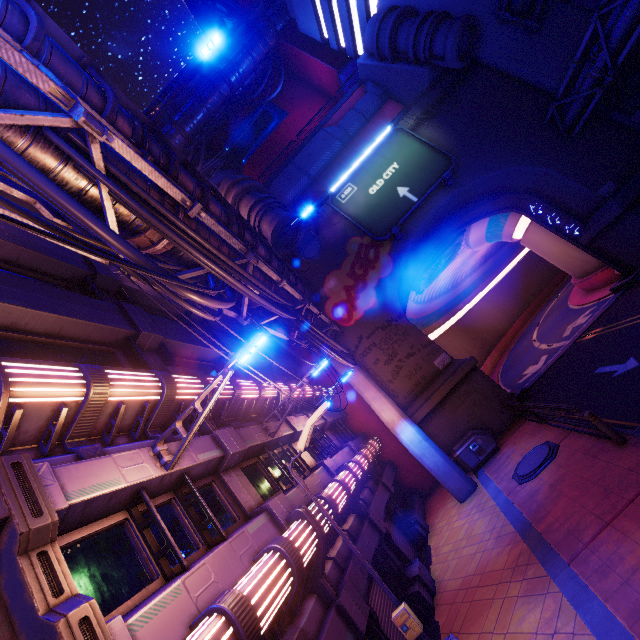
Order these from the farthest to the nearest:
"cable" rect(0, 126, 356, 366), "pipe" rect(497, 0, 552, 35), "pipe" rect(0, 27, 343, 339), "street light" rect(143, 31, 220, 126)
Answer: "pipe" rect(497, 0, 552, 35) < "street light" rect(143, 31, 220, 126) < "pipe" rect(0, 27, 343, 339) < "cable" rect(0, 126, 356, 366)

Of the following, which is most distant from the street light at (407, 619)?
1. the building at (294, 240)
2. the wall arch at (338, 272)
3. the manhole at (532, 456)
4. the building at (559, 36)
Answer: the building at (559, 36)

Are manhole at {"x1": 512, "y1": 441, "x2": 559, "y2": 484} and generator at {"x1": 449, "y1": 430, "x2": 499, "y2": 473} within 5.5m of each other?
yes

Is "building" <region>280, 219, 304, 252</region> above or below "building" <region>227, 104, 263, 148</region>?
below

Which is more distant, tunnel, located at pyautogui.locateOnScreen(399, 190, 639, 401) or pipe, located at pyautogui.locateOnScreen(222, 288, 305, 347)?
tunnel, located at pyautogui.locateOnScreen(399, 190, 639, 401)

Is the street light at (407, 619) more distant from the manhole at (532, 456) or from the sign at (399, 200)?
the sign at (399, 200)

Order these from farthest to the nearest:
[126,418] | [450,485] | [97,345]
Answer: [450,485] < [97,345] < [126,418]

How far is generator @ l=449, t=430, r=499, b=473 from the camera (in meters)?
16.25
